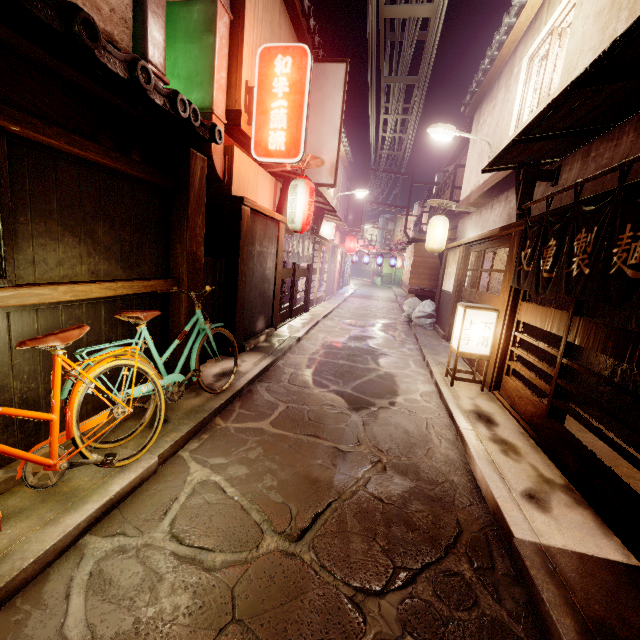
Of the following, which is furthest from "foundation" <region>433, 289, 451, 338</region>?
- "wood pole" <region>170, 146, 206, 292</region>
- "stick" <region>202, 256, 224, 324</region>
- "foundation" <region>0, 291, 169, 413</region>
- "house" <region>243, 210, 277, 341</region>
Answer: "foundation" <region>0, 291, 169, 413</region>

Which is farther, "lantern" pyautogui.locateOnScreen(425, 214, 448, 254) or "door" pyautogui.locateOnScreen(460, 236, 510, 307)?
"lantern" pyautogui.locateOnScreen(425, 214, 448, 254)

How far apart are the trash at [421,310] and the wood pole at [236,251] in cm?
1298

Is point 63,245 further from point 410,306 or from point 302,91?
point 410,306

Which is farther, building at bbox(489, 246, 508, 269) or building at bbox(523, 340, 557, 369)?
building at bbox(489, 246, 508, 269)

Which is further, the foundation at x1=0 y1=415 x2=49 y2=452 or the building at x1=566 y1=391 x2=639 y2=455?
the building at x1=566 y1=391 x2=639 y2=455

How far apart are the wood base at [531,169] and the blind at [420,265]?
12.9m

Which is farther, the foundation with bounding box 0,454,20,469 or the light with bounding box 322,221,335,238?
the light with bounding box 322,221,335,238
